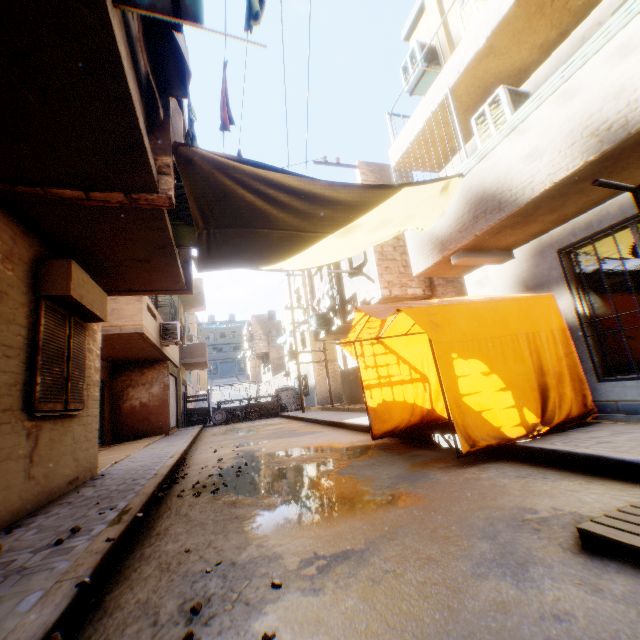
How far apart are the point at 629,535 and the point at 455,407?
2.4 meters

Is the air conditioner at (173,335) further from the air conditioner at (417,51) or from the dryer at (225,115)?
the air conditioner at (417,51)

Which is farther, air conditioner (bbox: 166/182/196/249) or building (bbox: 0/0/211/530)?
air conditioner (bbox: 166/182/196/249)

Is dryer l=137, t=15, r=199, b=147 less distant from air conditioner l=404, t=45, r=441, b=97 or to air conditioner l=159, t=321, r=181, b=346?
air conditioner l=404, t=45, r=441, b=97

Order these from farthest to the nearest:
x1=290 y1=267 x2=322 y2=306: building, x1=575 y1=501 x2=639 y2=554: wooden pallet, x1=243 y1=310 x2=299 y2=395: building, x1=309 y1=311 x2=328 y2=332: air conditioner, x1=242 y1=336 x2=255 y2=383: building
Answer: x1=242 y1=336 x2=255 y2=383: building, x1=243 y1=310 x2=299 y2=395: building, x1=290 y1=267 x2=322 y2=306: building, x1=309 y1=311 x2=328 y2=332: air conditioner, x1=575 y1=501 x2=639 y2=554: wooden pallet

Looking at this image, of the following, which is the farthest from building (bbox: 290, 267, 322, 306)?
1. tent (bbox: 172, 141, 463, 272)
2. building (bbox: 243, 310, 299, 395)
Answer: building (bbox: 243, 310, 299, 395)

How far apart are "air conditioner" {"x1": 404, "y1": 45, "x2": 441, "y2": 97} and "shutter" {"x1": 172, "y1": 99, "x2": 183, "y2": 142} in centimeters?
372cm

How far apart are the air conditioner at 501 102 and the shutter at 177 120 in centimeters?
217cm
